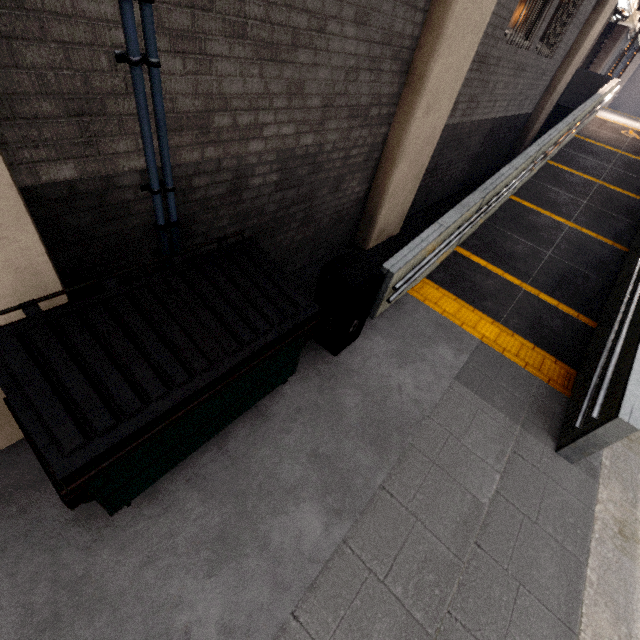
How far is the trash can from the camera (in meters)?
3.54

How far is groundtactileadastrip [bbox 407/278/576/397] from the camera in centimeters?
484cm

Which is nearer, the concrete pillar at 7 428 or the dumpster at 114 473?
the dumpster at 114 473

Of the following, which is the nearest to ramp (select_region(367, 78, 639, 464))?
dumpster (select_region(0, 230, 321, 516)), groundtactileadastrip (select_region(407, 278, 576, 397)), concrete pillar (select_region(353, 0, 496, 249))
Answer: groundtactileadastrip (select_region(407, 278, 576, 397))

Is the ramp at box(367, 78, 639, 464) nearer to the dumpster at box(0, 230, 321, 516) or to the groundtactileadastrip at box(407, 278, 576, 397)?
the groundtactileadastrip at box(407, 278, 576, 397)

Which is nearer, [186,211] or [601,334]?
[186,211]

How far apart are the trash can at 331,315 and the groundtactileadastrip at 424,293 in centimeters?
154cm

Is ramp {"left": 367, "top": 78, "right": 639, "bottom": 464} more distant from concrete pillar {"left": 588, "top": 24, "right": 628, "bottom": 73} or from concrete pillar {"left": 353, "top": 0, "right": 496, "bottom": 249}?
concrete pillar {"left": 588, "top": 24, "right": 628, "bottom": 73}
